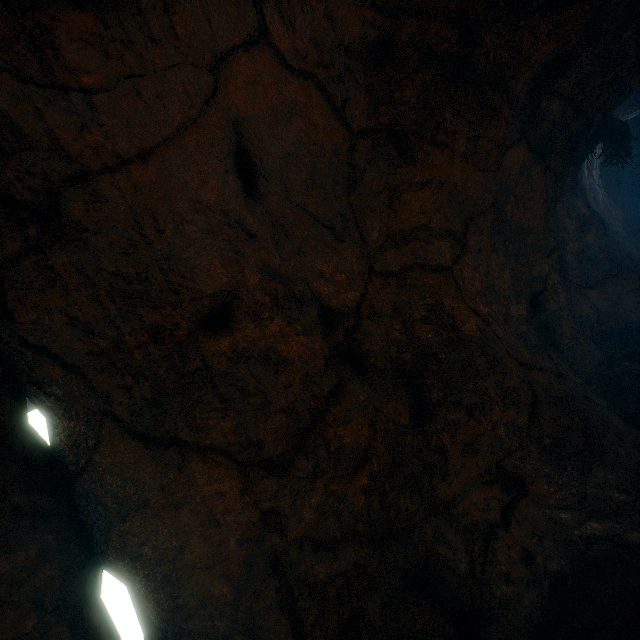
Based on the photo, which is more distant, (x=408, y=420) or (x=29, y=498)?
(x=408, y=420)
